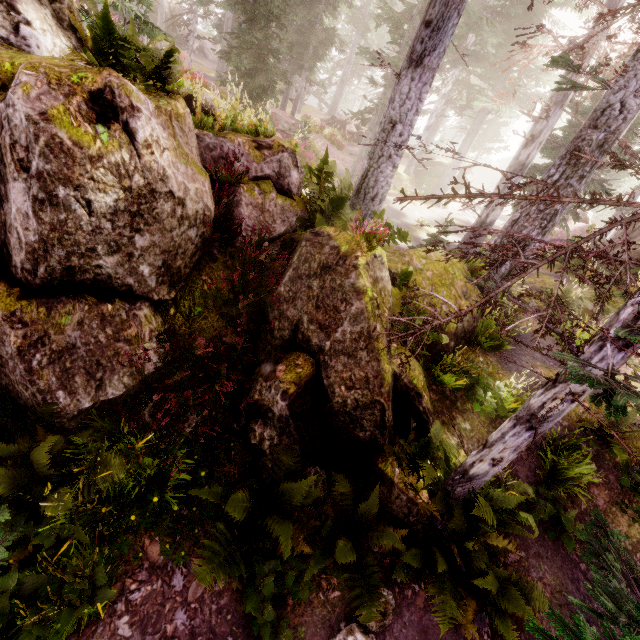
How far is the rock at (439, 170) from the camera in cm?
3144

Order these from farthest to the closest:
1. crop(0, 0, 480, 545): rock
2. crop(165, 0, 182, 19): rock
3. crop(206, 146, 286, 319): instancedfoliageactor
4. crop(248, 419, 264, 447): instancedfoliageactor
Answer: crop(165, 0, 182, 19): rock → crop(206, 146, 286, 319): instancedfoliageactor → crop(248, 419, 264, 447): instancedfoliageactor → crop(0, 0, 480, 545): rock

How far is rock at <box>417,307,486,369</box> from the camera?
7.2 meters

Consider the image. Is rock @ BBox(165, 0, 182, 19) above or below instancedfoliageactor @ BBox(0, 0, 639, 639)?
above

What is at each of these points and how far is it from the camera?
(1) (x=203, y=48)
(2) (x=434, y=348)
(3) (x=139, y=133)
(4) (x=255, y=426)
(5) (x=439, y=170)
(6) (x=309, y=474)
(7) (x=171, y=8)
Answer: (1) rock, 42.8m
(2) rock, 7.2m
(3) rock, 3.9m
(4) instancedfoliageactor, 5.0m
(5) rock, 31.8m
(6) instancedfoliageactor, 5.1m
(7) rock, 39.6m

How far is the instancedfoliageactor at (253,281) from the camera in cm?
553

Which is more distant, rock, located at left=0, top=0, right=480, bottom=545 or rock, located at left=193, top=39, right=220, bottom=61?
rock, located at left=193, top=39, right=220, bottom=61

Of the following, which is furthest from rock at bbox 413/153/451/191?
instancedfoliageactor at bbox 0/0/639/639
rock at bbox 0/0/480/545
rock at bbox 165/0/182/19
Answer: rock at bbox 0/0/480/545
